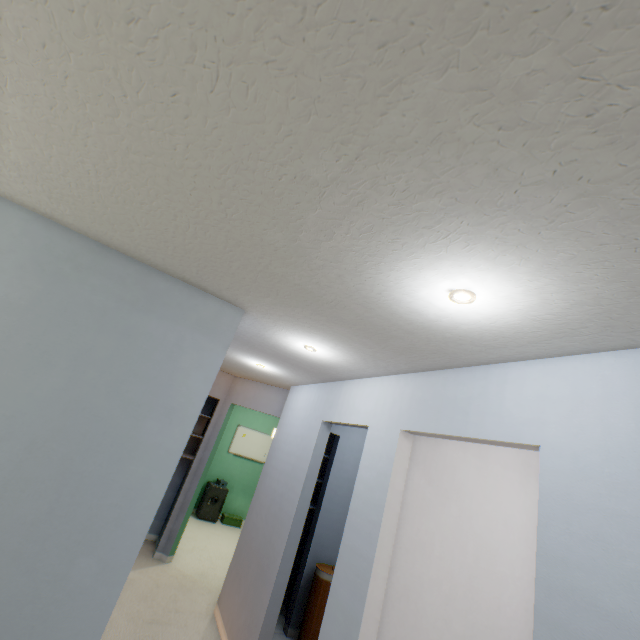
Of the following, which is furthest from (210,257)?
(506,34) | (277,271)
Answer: (506,34)

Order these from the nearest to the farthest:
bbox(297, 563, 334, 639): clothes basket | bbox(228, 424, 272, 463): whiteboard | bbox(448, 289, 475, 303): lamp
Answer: bbox(448, 289, 475, 303): lamp → bbox(297, 563, 334, 639): clothes basket → bbox(228, 424, 272, 463): whiteboard

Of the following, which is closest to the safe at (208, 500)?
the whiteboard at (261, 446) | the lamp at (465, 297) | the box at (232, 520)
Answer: the box at (232, 520)

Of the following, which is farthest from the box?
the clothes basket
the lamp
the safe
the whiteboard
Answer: the lamp

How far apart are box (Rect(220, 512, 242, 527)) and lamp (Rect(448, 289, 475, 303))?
7.10m

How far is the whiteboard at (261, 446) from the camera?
7.21m

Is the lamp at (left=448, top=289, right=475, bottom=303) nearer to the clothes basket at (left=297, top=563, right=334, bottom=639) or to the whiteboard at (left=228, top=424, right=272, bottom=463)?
the clothes basket at (left=297, top=563, right=334, bottom=639)

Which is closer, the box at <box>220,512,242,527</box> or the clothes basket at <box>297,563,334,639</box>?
the clothes basket at <box>297,563,334,639</box>
